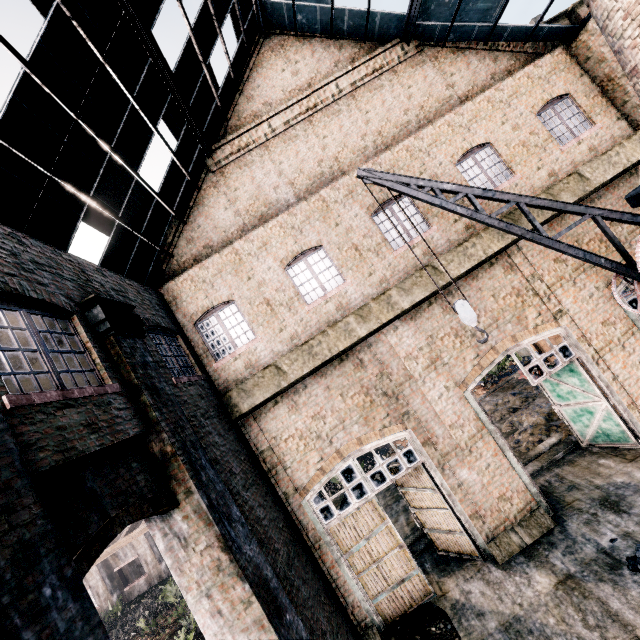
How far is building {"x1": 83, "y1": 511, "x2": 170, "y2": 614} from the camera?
26.1m

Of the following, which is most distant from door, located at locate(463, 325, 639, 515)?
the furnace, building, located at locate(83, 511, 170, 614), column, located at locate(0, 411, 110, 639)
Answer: building, located at locate(83, 511, 170, 614)

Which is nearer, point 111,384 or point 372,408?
point 111,384

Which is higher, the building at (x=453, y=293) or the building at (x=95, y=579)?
the building at (x=453, y=293)

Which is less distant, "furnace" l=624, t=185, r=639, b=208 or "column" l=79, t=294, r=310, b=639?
"column" l=79, t=294, r=310, b=639

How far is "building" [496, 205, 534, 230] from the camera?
11.6m

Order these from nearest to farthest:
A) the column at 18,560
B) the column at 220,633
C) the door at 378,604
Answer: the column at 18,560 < the column at 220,633 < the door at 378,604

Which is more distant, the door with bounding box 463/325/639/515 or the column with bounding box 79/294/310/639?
the door with bounding box 463/325/639/515
